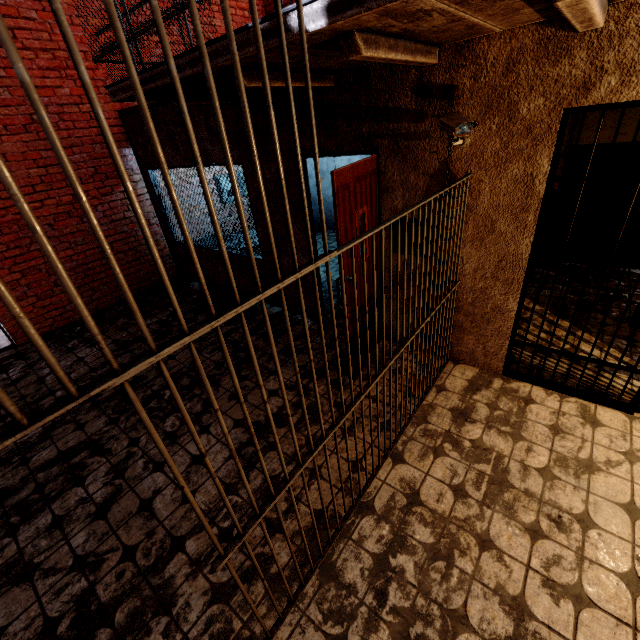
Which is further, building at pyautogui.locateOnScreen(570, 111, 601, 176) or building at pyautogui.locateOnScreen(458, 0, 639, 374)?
building at pyautogui.locateOnScreen(570, 111, 601, 176)

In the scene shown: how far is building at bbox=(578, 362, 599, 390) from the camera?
3.2m

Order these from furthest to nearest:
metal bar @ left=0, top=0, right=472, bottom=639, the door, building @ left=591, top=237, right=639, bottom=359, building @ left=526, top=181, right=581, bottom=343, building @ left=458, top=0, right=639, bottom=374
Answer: building @ left=526, top=181, right=581, bottom=343 < building @ left=591, top=237, right=639, bottom=359 < the door < building @ left=458, top=0, right=639, bottom=374 < metal bar @ left=0, top=0, right=472, bottom=639

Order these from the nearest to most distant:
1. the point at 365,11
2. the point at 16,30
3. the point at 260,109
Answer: the point at 365,11, the point at 260,109, the point at 16,30

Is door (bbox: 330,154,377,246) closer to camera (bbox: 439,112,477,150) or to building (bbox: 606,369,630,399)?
camera (bbox: 439,112,477,150)

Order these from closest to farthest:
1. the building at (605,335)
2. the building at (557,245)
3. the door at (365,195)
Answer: the door at (365,195), the building at (605,335), the building at (557,245)

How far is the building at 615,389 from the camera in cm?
304

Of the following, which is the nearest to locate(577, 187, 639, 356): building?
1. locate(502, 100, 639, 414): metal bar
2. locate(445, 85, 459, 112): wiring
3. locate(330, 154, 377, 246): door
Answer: locate(502, 100, 639, 414): metal bar
